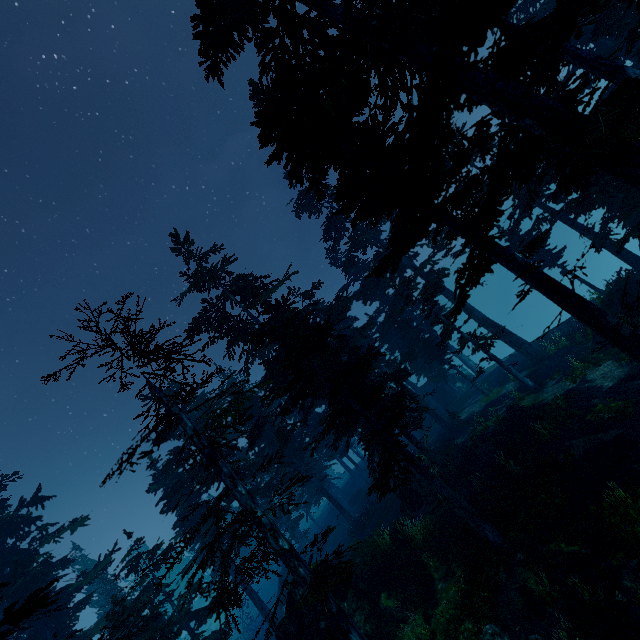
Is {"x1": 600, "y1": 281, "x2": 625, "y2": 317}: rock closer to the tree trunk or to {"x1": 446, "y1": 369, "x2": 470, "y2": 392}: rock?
the tree trunk

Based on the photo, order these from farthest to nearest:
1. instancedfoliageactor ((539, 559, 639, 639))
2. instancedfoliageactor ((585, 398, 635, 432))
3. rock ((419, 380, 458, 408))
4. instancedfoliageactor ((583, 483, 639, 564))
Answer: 1. rock ((419, 380, 458, 408))
2. instancedfoliageactor ((585, 398, 635, 432))
3. instancedfoliageactor ((583, 483, 639, 564))
4. instancedfoliageactor ((539, 559, 639, 639))

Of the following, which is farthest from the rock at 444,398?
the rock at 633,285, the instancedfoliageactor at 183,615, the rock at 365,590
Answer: the rock at 365,590

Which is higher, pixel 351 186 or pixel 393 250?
pixel 351 186

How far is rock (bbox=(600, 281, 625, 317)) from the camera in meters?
18.0 m

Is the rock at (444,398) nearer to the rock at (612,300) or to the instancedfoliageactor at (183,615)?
the instancedfoliageactor at (183,615)

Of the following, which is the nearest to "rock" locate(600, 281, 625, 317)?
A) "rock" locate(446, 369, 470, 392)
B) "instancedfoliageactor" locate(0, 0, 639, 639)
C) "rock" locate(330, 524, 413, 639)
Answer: "instancedfoliageactor" locate(0, 0, 639, 639)

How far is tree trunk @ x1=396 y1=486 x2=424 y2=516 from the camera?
20.0m
